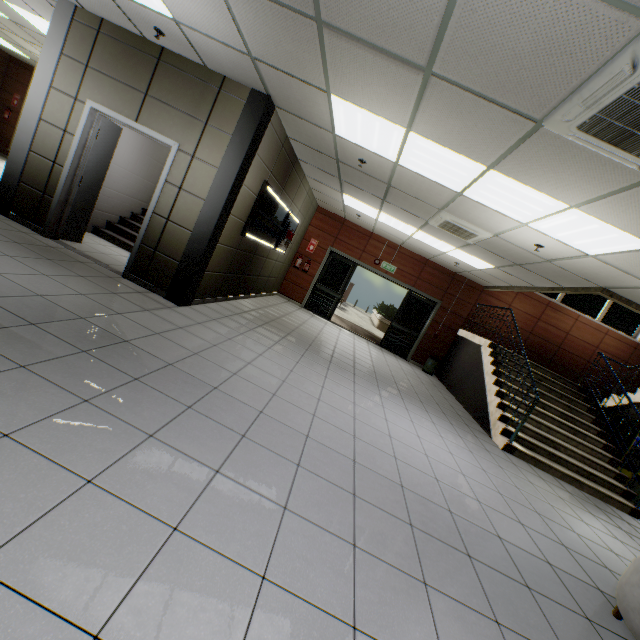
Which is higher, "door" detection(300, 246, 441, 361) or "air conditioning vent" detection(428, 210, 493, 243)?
"air conditioning vent" detection(428, 210, 493, 243)

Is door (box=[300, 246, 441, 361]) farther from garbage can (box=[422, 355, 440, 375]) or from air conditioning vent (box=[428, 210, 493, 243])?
air conditioning vent (box=[428, 210, 493, 243])

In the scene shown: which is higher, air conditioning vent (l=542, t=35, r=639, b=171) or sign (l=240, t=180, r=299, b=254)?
air conditioning vent (l=542, t=35, r=639, b=171)

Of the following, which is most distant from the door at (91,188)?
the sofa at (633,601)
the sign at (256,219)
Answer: the sofa at (633,601)

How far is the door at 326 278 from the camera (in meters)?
10.73

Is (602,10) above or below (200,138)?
above

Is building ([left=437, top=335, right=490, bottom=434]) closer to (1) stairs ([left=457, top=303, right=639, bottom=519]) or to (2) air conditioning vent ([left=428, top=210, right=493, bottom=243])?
(1) stairs ([left=457, top=303, right=639, bottom=519])

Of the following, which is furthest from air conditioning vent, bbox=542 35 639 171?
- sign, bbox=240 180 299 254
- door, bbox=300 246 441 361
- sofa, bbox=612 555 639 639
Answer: door, bbox=300 246 441 361
